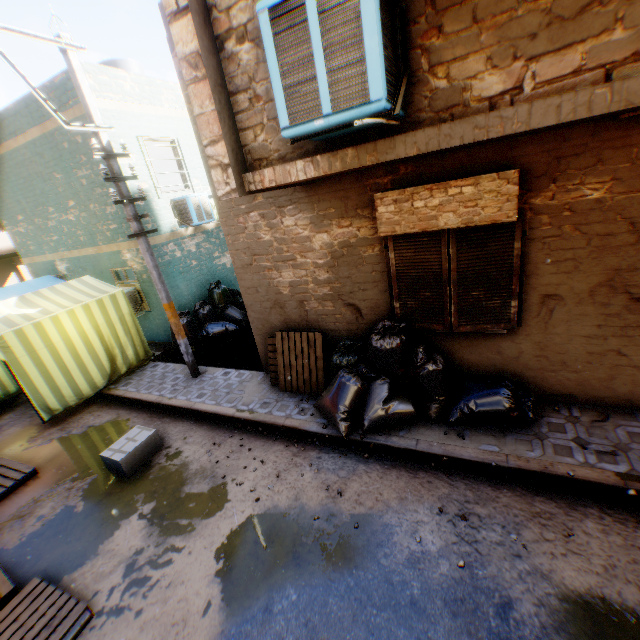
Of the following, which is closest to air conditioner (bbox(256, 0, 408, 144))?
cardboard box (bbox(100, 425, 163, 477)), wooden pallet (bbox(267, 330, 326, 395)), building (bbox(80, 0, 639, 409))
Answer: building (bbox(80, 0, 639, 409))

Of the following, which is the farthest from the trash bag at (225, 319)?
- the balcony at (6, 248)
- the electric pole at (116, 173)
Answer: the balcony at (6, 248)

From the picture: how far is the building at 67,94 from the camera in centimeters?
746cm

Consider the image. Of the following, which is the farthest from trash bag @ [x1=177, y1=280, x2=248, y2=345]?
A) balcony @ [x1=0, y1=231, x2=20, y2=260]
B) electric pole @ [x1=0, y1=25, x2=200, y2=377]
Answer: balcony @ [x1=0, y1=231, x2=20, y2=260]

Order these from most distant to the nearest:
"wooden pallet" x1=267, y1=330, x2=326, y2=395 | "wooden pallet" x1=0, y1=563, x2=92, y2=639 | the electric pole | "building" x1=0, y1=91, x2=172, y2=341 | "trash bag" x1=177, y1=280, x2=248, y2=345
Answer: "trash bag" x1=177, y1=280, x2=248, y2=345, "building" x1=0, y1=91, x2=172, y2=341, "wooden pallet" x1=267, y1=330, x2=326, y2=395, the electric pole, "wooden pallet" x1=0, y1=563, x2=92, y2=639

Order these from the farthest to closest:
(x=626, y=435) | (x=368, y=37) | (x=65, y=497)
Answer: (x=65, y=497), (x=626, y=435), (x=368, y=37)

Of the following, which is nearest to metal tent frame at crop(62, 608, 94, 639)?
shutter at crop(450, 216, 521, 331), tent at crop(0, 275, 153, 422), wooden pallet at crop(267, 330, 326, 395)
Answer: tent at crop(0, 275, 153, 422)

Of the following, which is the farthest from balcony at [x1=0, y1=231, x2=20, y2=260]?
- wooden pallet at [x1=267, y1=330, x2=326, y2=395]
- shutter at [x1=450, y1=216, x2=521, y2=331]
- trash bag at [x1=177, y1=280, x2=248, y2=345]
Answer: wooden pallet at [x1=267, y1=330, x2=326, y2=395]
